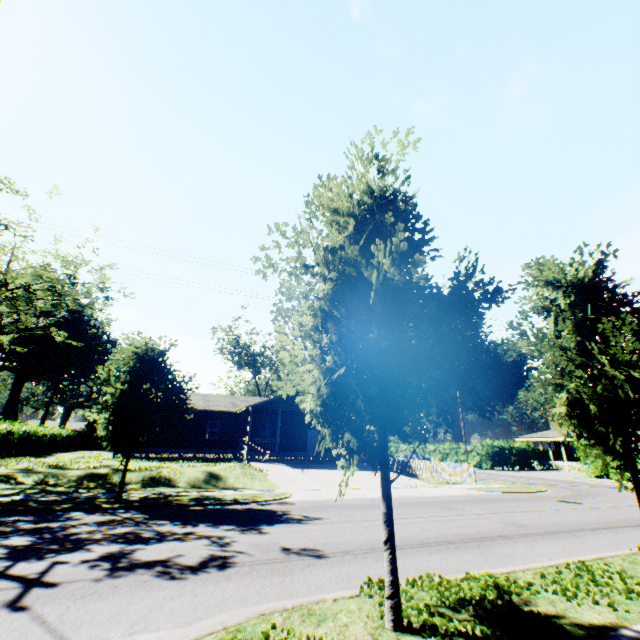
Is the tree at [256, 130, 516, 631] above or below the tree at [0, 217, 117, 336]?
below

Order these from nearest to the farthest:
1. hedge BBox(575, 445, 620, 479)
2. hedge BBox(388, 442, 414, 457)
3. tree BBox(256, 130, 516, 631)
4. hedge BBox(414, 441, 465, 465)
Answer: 1. tree BBox(256, 130, 516, 631)
2. hedge BBox(575, 445, 620, 479)
3. hedge BBox(414, 441, 465, 465)
4. hedge BBox(388, 442, 414, 457)

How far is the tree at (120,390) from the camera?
11.85m

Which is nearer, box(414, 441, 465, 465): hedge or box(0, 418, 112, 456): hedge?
box(0, 418, 112, 456): hedge

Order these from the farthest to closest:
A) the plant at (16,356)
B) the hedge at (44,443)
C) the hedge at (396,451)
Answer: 1. the plant at (16,356)
2. the hedge at (396,451)
3. the hedge at (44,443)

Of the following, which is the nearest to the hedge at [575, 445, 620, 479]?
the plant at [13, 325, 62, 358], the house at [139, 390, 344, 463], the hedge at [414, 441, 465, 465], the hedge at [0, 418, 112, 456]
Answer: the hedge at [414, 441, 465, 465]

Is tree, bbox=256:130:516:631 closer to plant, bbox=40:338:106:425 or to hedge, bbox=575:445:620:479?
plant, bbox=40:338:106:425

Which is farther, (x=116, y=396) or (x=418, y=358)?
(x=116, y=396)
